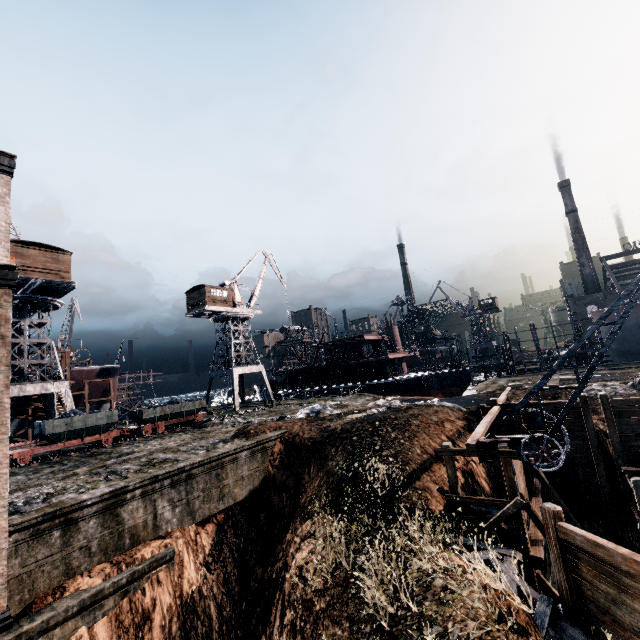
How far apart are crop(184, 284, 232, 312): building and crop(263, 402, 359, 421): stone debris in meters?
23.3 m

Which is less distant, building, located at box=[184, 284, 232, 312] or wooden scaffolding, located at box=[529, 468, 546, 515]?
wooden scaffolding, located at box=[529, 468, 546, 515]

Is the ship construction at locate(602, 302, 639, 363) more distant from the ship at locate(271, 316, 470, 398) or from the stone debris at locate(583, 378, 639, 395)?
the stone debris at locate(583, 378, 639, 395)

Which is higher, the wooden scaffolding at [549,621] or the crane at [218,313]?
the crane at [218,313]

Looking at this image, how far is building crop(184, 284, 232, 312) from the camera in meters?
43.9

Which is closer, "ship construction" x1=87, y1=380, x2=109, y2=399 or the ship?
"ship construction" x1=87, y1=380, x2=109, y2=399

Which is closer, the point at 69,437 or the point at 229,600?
the point at 229,600

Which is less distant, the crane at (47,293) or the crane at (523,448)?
the crane at (523,448)
